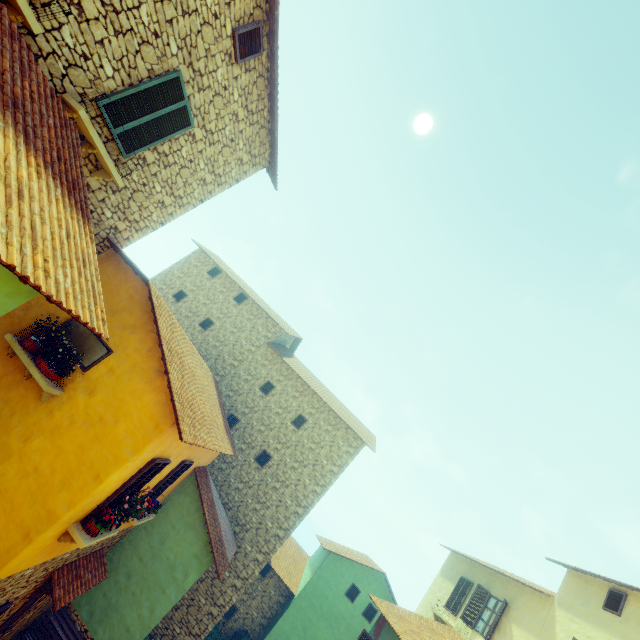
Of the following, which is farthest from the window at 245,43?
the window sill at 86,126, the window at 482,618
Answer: the window at 482,618

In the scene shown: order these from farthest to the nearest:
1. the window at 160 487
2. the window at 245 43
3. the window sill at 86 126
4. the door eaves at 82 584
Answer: the window at 160 487 → the door eaves at 82 584 → the window at 245 43 → the window sill at 86 126

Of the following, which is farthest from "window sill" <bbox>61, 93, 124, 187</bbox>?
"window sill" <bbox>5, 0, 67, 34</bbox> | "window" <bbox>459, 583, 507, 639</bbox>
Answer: "window" <bbox>459, 583, 507, 639</bbox>

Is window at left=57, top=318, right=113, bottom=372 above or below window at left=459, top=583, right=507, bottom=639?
below

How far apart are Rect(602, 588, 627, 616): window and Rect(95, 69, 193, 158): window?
18.11m

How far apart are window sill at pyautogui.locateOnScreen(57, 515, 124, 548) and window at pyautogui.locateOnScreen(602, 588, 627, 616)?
14.6m

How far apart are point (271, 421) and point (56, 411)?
11.4m

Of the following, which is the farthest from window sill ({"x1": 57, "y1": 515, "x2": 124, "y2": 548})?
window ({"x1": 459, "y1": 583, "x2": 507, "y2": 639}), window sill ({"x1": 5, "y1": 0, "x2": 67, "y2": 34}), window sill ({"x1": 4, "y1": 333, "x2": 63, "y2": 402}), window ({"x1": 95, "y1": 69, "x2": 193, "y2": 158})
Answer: window ({"x1": 459, "y1": 583, "x2": 507, "y2": 639})
